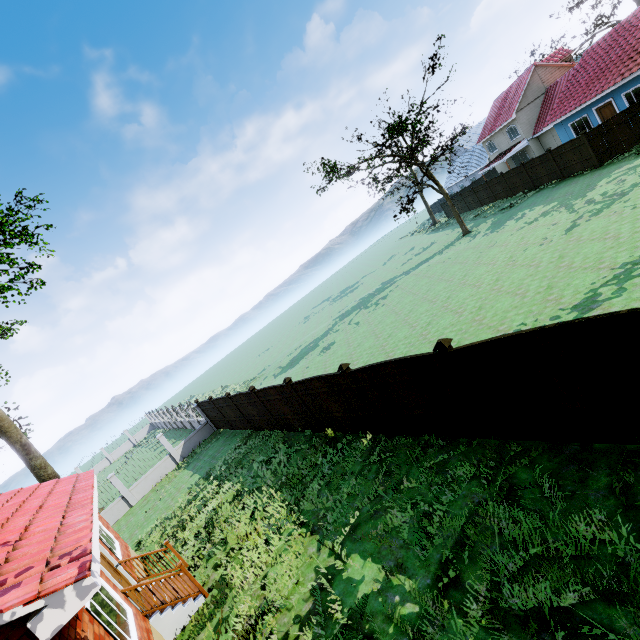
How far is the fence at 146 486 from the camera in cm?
1861

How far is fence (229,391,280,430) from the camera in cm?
1478

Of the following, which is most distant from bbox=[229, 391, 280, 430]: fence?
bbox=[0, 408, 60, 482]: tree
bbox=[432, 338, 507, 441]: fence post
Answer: bbox=[0, 408, 60, 482]: tree

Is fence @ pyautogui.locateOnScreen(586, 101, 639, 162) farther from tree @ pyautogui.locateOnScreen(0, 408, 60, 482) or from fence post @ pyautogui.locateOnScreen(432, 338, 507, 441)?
tree @ pyautogui.locateOnScreen(0, 408, 60, 482)

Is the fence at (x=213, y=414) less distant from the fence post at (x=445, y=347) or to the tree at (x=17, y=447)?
the fence post at (x=445, y=347)

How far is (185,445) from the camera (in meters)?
21.22

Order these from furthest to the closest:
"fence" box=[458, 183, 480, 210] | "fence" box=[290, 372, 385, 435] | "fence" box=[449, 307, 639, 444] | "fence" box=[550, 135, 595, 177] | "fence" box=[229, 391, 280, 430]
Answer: "fence" box=[458, 183, 480, 210], "fence" box=[550, 135, 595, 177], "fence" box=[229, 391, 280, 430], "fence" box=[290, 372, 385, 435], "fence" box=[449, 307, 639, 444]
